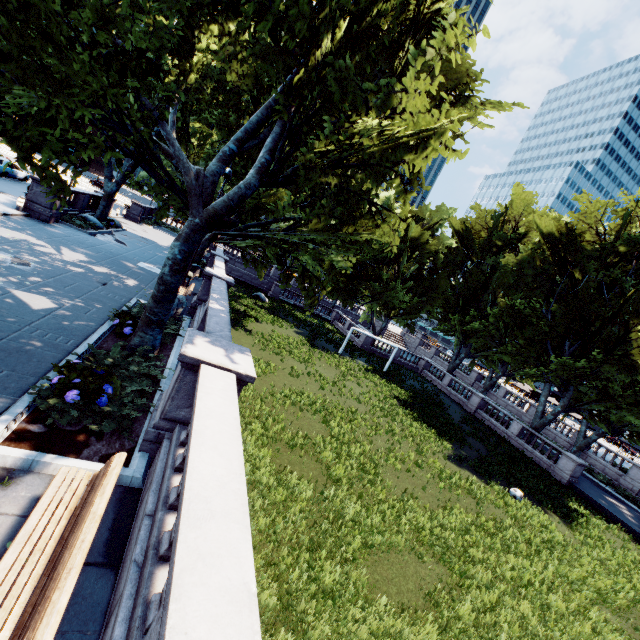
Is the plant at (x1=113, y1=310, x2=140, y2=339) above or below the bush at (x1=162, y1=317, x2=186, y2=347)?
below

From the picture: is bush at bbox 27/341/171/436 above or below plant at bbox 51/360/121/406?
below

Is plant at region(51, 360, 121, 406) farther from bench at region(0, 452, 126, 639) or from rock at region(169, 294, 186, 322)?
rock at region(169, 294, 186, 322)

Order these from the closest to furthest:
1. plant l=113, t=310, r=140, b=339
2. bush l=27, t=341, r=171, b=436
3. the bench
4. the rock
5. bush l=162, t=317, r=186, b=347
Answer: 1. the bench
2. bush l=27, t=341, r=171, b=436
3. plant l=113, t=310, r=140, b=339
4. bush l=162, t=317, r=186, b=347
5. the rock

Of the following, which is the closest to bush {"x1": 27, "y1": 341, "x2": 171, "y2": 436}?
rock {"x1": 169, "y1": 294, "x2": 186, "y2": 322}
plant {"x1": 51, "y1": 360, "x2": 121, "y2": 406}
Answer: plant {"x1": 51, "y1": 360, "x2": 121, "y2": 406}

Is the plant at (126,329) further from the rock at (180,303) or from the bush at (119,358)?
the rock at (180,303)

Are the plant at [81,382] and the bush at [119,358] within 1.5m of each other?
yes

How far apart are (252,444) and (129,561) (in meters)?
7.24
